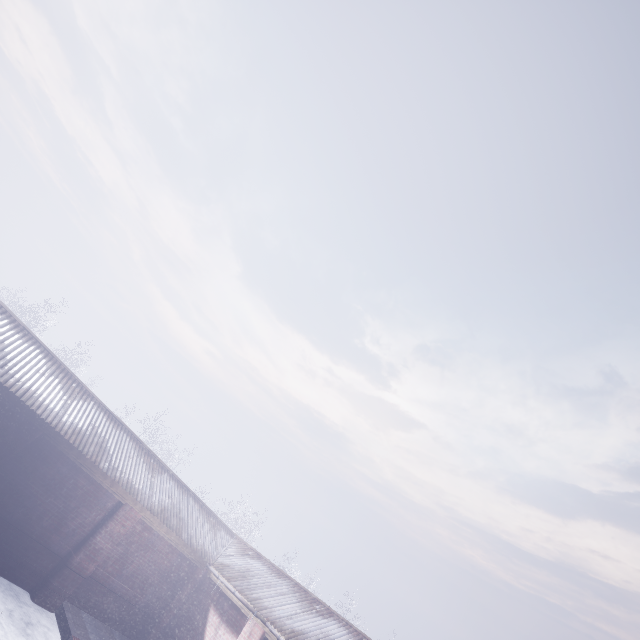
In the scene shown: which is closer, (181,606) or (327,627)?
(327,627)
